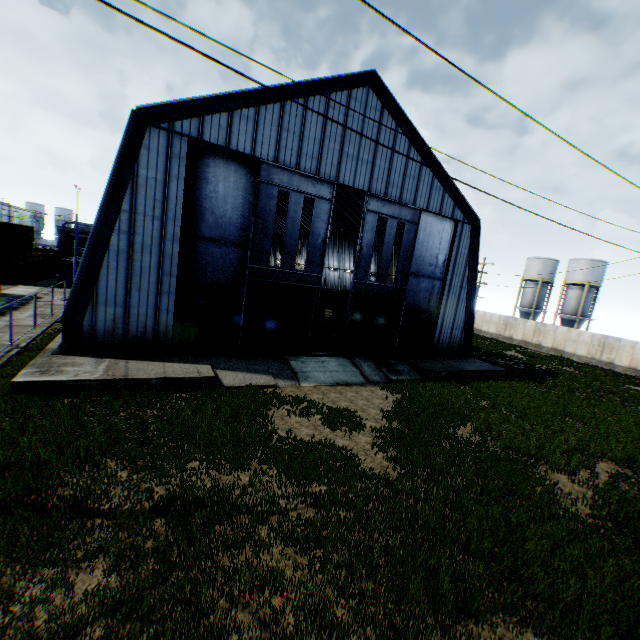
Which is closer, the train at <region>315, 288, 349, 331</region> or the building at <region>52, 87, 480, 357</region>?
the building at <region>52, 87, 480, 357</region>

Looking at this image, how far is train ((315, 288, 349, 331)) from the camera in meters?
29.1 m

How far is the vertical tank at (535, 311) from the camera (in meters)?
46.53

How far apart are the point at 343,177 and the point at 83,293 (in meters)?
14.84

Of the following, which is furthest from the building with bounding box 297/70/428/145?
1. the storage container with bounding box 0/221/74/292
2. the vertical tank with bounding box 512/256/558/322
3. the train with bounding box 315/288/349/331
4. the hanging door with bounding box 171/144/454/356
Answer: the vertical tank with bounding box 512/256/558/322

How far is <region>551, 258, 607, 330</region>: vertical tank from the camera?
41.6 meters

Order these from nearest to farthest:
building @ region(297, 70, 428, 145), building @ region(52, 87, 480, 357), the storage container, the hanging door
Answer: building @ region(52, 87, 480, 357), the hanging door, building @ region(297, 70, 428, 145), the storage container

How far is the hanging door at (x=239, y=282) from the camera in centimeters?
1675cm
